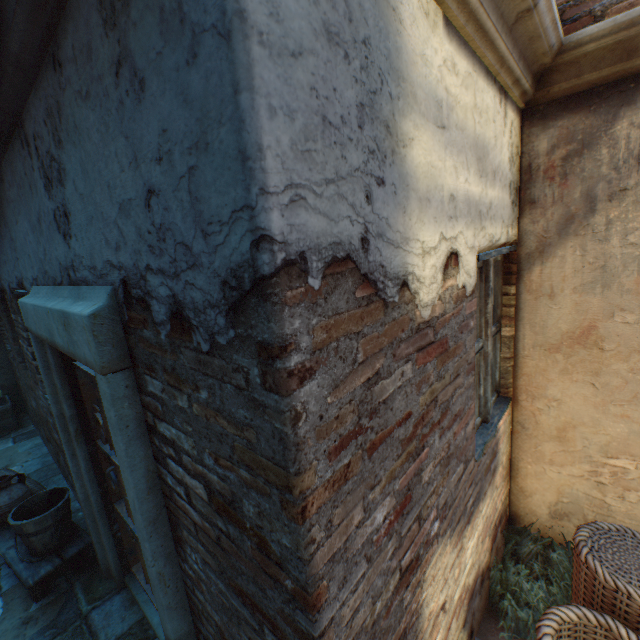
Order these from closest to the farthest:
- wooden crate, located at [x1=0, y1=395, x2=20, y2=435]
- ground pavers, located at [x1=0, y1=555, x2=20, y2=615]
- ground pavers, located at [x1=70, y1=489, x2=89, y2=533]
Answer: ground pavers, located at [x1=0, y1=555, x2=20, y2=615] < ground pavers, located at [x1=70, y1=489, x2=89, y2=533] < wooden crate, located at [x1=0, y1=395, x2=20, y2=435]

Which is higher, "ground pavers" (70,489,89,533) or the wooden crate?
the wooden crate

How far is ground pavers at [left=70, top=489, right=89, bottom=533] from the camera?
3.78m

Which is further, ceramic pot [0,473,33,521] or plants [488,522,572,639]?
ceramic pot [0,473,33,521]

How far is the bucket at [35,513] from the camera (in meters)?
2.83

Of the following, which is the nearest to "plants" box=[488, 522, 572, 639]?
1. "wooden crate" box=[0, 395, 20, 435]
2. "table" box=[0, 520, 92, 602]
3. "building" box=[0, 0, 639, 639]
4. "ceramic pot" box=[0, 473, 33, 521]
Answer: "building" box=[0, 0, 639, 639]

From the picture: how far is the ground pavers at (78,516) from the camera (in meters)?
3.78

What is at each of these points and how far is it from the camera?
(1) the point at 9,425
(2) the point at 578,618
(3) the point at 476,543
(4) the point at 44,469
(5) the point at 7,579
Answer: (1) wooden crate, 6.3 meters
(2) wicker basket, 1.7 meters
(3) building, 2.2 meters
(4) ground pavers, 5.0 meters
(5) ground pavers, 3.2 meters
